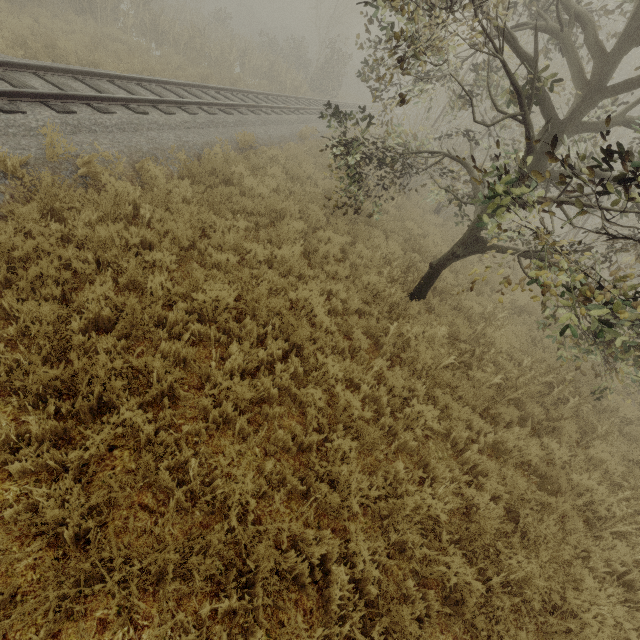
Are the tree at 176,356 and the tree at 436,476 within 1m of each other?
no

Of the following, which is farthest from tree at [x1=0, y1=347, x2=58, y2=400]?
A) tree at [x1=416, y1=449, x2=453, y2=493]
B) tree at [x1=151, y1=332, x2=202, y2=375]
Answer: tree at [x1=151, y1=332, x2=202, y2=375]

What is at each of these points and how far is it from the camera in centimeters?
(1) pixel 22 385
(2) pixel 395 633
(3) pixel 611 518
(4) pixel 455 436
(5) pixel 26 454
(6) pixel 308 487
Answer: (1) tree, 327cm
(2) tree, 308cm
(3) tree, 489cm
(4) tree, 512cm
(5) tree, 297cm
(6) tree, 371cm

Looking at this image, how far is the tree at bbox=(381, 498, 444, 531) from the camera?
3.65m

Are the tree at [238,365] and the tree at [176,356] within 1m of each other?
yes

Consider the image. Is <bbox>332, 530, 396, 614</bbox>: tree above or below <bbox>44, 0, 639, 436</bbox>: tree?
below

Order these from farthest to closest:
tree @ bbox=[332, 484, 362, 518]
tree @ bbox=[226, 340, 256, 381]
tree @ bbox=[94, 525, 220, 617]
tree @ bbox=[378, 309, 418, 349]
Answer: tree @ bbox=[378, 309, 418, 349] → tree @ bbox=[226, 340, 256, 381] → tree @ bbox=[332, 484, 362, 518] → tree @ bbox=[94, 525, 220, 617]

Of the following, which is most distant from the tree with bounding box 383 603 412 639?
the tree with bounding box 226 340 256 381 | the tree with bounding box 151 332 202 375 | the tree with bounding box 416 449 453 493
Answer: the tree with bounding box 151 332 202 375
